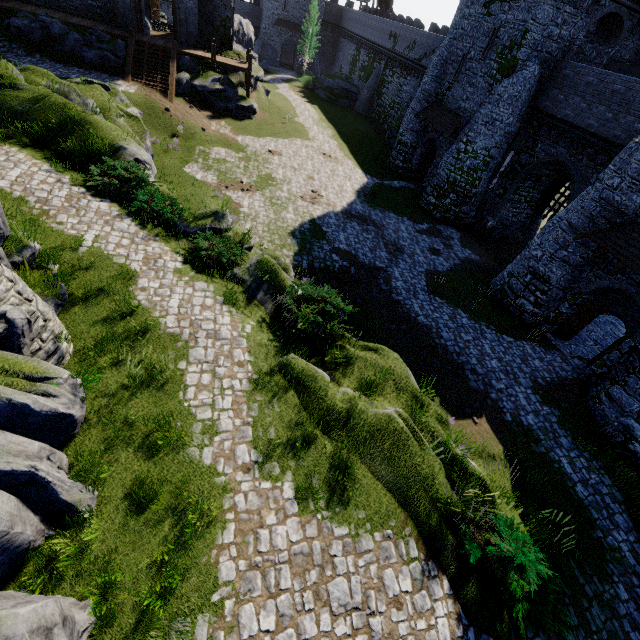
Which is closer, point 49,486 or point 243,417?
point 49,486

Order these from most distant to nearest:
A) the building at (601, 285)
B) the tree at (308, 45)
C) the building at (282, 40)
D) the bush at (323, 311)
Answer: the building at (282, 40)
the tree at (308, 45)
the building at (601, 285)
the bush at (323, 311)

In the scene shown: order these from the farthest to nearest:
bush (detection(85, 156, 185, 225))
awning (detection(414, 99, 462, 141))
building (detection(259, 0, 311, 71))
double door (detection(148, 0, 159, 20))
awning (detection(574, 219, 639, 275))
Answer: building (detection(259, 0, 311, 71)) < double door (detection(148, 0, 159, 20)) < awning (detection(414, 99, 462, 141)) < awning (detection(574, 219, 639, 275)) < bush (detection(85, 156, 185, 225))

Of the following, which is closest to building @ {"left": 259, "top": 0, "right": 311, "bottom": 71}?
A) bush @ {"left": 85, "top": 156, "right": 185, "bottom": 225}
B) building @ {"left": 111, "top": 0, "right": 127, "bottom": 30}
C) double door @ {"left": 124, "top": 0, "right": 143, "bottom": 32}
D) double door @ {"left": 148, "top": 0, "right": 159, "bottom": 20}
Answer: building @ {"left": 111, "top": 0, "right": 127, "bottom": 30}

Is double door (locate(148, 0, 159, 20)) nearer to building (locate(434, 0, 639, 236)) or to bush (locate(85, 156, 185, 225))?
building (locate(434, 0, 639, 236))

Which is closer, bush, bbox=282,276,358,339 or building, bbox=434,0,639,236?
bush, bbox=282,276,358,339

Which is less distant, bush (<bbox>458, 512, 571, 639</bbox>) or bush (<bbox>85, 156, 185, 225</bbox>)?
bush (<bbox>458, 512, 571, 639</bbox>)

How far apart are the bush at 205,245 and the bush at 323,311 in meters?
2.2 m
